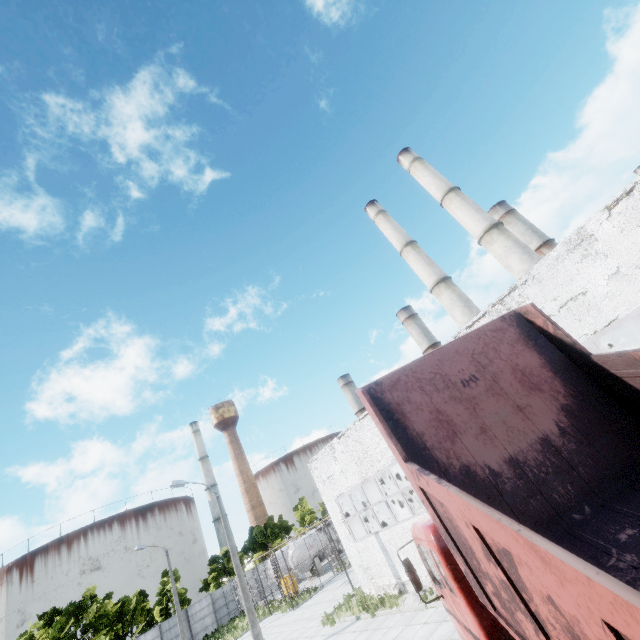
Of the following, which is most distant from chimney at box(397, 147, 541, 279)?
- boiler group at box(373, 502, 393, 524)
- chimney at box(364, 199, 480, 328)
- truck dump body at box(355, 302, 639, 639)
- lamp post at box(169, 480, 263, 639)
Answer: lamp post at box(169, 480, 263, 639)

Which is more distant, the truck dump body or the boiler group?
the boiler group

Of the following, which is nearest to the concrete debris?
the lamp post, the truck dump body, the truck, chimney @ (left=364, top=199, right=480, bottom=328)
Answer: the lamp post

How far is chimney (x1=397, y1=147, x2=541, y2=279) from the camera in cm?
2834

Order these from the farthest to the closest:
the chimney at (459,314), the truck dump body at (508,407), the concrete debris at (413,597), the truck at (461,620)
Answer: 1. the chimney at (459,314)
2. the concrete debris at (413,597)
3. the truck at (461,620)
4. the truck dump body at (508,407)

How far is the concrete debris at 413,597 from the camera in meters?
14.0 m

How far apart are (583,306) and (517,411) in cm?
811

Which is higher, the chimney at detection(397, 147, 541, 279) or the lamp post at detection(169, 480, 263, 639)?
the chimney at detection(397, 147, 541, 279)
